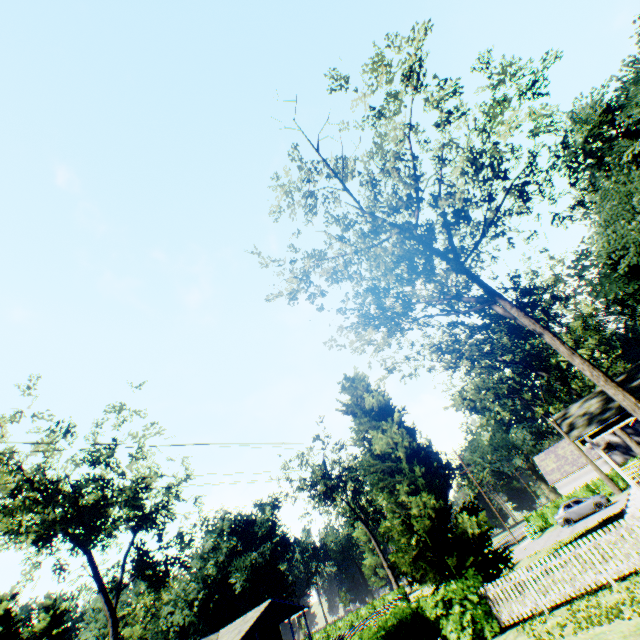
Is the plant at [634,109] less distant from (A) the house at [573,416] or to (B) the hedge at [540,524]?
(A) the house at [573,416]

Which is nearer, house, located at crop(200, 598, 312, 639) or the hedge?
house, located at crop(200, 598, 312, 639)

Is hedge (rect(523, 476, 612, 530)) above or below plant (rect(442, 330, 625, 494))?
below

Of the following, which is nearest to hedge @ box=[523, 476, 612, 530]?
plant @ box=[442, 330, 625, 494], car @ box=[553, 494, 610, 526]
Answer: plant @ box=[442, 330, 625, 494]

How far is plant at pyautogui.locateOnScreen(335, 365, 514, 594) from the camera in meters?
18.1

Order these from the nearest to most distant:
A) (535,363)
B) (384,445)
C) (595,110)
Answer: (384,445), (595,110), (535,363)

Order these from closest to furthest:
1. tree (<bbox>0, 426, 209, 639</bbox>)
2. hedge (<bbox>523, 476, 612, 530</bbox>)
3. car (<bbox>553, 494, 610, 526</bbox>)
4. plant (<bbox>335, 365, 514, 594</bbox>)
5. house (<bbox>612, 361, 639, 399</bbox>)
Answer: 1. plant (<bbox>335, 365, 514, 594</bbox>)
2. house (<bbox>612, 361, 639, 399</bbox>)
3. tree (<bbox>0, 426, 209, 639</bbox>)
4. car (<bbox>553, 494, 610, 526</bbox>)
5. hedge (<bbox>523, 476, 612, 530</bbox>)

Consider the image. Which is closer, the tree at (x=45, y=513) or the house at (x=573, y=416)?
the house at (x=573, y=416)
